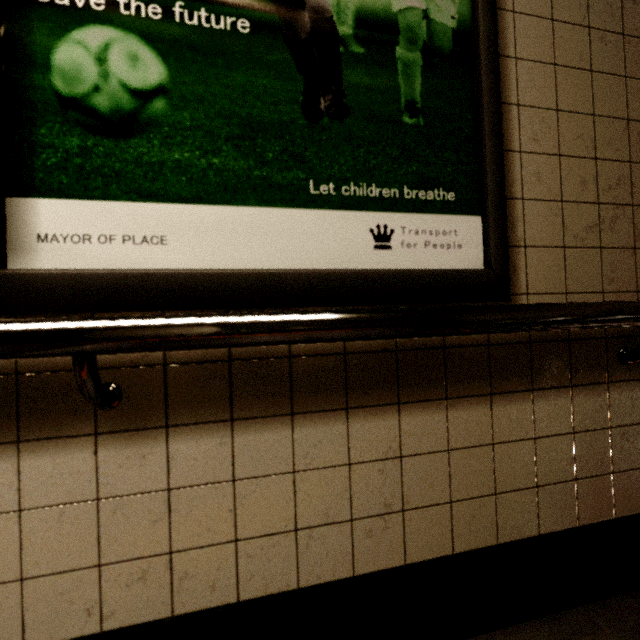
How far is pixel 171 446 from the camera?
0.74m
